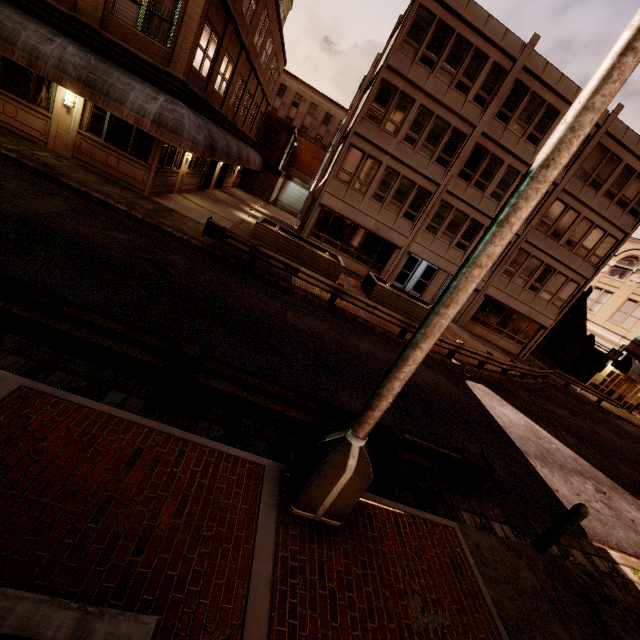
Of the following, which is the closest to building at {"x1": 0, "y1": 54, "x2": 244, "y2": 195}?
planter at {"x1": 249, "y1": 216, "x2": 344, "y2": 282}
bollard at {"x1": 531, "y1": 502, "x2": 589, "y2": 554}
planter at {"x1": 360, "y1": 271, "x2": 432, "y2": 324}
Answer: planter at {"x1": 249, "y1": 216, "x2": 344, "y2": 282}

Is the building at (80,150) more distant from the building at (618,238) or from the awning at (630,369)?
the awning at (630,369)

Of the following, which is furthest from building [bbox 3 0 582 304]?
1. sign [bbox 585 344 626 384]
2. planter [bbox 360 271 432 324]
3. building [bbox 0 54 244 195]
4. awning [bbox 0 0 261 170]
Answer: building [bbox 0 54 244 195]

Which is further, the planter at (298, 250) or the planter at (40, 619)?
the planter at (298, 250)

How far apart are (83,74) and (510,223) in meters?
14.7 m

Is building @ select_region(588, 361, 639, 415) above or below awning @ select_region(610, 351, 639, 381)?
below

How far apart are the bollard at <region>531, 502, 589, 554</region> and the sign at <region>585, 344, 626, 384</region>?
24.5m

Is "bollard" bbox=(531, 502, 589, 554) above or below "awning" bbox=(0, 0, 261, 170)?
below
